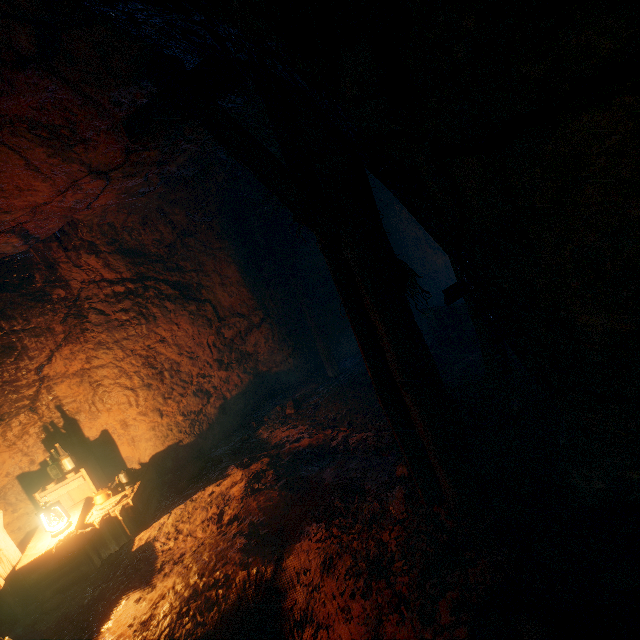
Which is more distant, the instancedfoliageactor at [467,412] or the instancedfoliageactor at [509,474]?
the instancedfoliageactor at [467,412]

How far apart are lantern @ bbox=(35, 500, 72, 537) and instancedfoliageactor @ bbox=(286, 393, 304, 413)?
3.6 meters

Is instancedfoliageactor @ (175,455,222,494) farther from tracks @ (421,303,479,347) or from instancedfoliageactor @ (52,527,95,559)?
tracks @ (421,303,479,347)

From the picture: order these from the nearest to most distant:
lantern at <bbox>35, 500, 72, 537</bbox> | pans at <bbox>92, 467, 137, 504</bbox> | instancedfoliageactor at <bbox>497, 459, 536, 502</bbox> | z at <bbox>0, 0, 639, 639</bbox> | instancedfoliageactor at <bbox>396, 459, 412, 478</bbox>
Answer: z at <bbox>0, 0, 639, 639</bbox> < instancedfoliageactor at <bbox>497, 459, 536, 502</bbox> < instancedfoliageactor at <bbox>396, 459, 412, 478</bbox> < lantern at <bbox>35, 500, 72, 537</bbox> < pans at <bbox>92, 467, 137, 504</bbox>

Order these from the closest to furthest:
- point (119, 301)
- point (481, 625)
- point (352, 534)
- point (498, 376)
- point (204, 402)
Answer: point (481, 625), point (352, 534), point (498, 376), point (119, 301), point (204, 402)

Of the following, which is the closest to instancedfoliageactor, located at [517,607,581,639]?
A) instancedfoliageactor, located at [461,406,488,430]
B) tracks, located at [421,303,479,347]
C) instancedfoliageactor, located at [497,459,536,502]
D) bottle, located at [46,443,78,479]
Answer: instancedfoliageactor, located at [497,459,536,502]

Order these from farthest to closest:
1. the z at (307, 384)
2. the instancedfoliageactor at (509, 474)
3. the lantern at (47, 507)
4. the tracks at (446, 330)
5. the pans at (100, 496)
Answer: the tracks at (446, 330) < the pans at (100, 496) < the lantern at (47, 507) < the instancedfoliageactor at (509, 474) < the z at (307, 384)

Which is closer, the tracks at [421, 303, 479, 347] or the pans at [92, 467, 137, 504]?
the pans at [92, 467, 137, 504]
